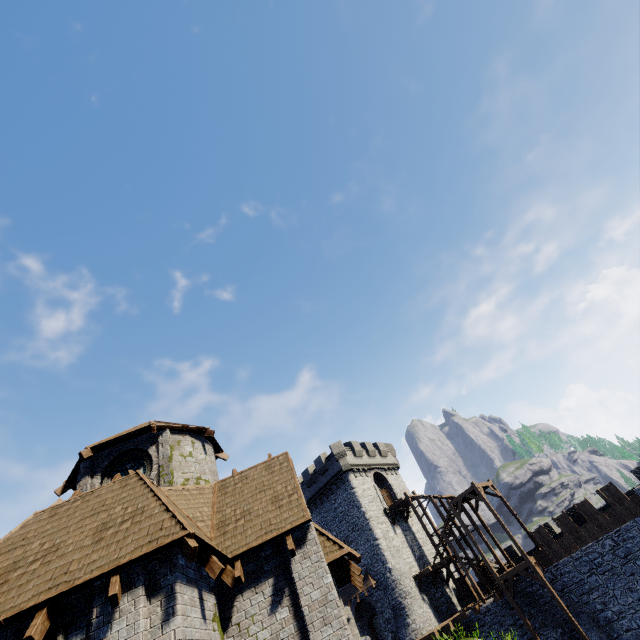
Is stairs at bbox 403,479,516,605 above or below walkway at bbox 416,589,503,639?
above

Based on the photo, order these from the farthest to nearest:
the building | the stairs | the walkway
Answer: the stairs
the walkway
the building

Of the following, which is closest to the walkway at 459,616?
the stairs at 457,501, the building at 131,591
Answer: the stairs at 457,501

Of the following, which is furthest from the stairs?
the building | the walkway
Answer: the building

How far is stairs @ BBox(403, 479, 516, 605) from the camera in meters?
27.9 m

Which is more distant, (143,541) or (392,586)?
(392,586)
